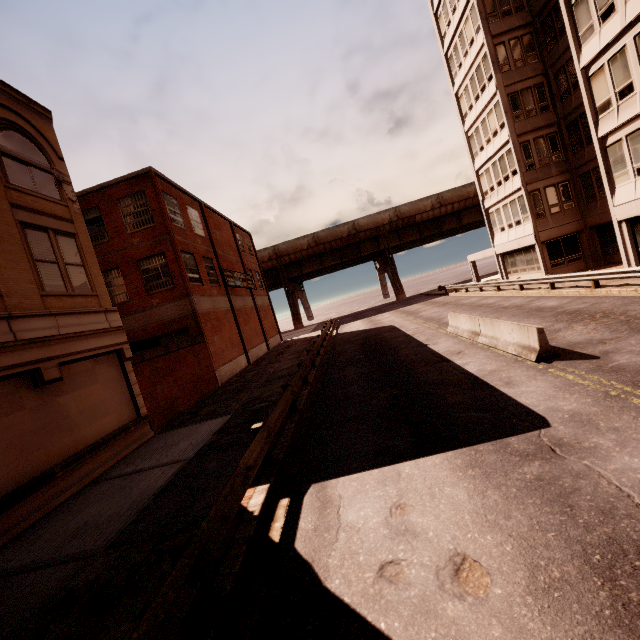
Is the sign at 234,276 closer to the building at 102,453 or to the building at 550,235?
the building at 102,453

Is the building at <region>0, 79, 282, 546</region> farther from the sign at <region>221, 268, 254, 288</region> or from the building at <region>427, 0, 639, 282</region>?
the building at <region>427, 0, 639, 282</region>

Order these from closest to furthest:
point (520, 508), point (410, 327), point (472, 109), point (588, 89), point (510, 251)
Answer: point (520, 508) → point (588, 89) → point (410, 327) → point (472, 109) → point (510, 251)

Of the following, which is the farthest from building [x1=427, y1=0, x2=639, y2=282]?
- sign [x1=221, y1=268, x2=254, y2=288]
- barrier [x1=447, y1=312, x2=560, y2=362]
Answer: sign [x1=221, y1=268, x2=254, y2=288]

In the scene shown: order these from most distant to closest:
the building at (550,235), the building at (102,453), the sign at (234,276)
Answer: the sign at (234,276)
the building at (550,235)
the building at (102,453)

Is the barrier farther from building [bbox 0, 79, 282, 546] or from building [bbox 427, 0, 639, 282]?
building [bbox 0, 79, 282, 546]

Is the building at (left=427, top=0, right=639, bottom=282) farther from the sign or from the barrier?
the sign

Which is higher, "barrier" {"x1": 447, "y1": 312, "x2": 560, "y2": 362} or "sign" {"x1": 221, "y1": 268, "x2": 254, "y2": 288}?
"sign" {"x1": 221, "y1": 268, "x2": 254, "y2": 288}
